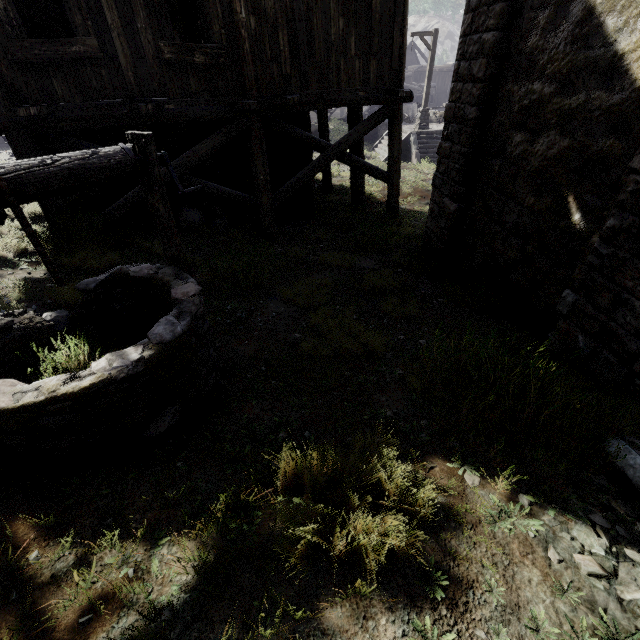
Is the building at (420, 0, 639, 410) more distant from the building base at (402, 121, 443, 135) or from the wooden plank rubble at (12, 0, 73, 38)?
the building base at (402, 121, 443, 135)

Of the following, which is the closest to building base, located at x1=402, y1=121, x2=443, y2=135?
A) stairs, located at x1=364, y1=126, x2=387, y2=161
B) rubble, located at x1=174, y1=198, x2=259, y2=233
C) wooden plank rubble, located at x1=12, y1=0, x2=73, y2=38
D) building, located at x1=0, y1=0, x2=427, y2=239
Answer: stairs, located at x1=364, y1=126, x2=387, y2=161

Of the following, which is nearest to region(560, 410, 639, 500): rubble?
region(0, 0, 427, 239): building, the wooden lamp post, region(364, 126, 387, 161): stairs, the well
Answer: region(0, 0, 427, 239): building

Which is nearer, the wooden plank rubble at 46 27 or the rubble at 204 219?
the wooden plank rubble at 46 27

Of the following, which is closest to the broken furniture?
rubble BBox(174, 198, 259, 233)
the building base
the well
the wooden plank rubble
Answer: the building base

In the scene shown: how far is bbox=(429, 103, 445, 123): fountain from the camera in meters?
22.8

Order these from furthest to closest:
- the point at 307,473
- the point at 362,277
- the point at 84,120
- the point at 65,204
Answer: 1. the point at 362,277
2. the point at 65,204
3. the point at 84,120
4. the point at 307,473

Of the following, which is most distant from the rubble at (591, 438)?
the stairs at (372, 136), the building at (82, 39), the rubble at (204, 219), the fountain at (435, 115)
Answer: the fountain at (435, 115)
